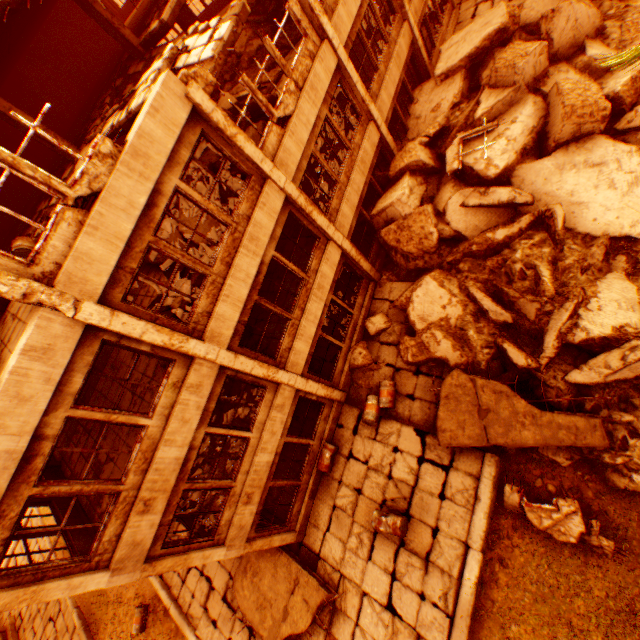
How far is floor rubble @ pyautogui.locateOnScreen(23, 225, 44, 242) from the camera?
10.3 meters

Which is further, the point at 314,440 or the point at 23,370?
the point at 314,440

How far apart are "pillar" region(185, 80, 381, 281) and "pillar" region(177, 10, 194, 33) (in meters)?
13.35

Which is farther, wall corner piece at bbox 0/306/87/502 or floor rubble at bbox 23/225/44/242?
floor rubble at bbox 23/225/44/242

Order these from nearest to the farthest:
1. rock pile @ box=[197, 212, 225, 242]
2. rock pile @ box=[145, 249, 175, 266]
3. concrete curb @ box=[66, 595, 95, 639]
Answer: rock pile @ box=[197, 212, 225, 242] → rock pile @ box=[145, 249, 175, 266] → concrete curb @ box=[66, 595, 95, 639]

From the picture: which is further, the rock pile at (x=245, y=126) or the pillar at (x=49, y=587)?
the rock pile at (x=245, y=126)

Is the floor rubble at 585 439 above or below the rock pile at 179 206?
below

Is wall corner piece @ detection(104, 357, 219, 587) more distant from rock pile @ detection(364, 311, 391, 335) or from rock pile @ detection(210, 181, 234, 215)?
rock pile @ detection(364, 311, 391, 335)
